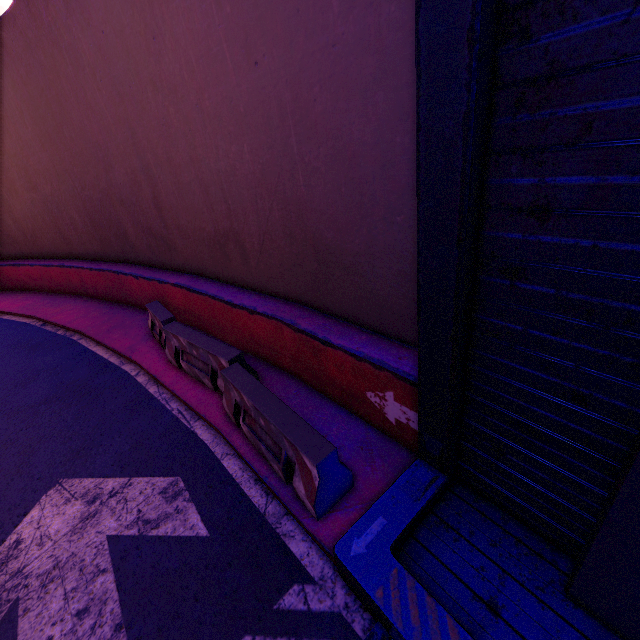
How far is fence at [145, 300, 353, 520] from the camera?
3.6 meters

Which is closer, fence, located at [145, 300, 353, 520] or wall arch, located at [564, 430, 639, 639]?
wall arch, located at [564, 430, 639, 639]

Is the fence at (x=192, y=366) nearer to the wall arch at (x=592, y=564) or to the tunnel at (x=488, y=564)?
the tunnel at (x=488, y=564)

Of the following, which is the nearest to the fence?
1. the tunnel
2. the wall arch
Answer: the tunnel

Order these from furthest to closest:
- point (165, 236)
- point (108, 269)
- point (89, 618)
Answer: point (108, 269) → point (165, 236) → point (89, 618)

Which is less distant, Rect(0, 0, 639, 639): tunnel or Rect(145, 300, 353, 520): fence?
Rect(0, 0, 639, 639): tunnel

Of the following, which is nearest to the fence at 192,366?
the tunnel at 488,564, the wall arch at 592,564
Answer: the tunnel at 488,564
